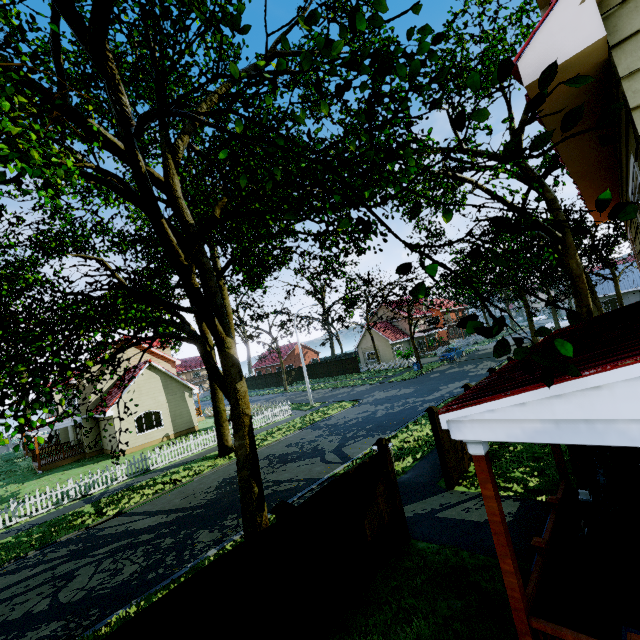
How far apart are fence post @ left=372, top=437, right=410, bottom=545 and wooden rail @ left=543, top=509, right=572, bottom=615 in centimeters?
298cm

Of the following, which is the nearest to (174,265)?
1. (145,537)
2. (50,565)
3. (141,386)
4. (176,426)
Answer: (145,537)

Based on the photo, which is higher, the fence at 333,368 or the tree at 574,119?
the tree at 574,119

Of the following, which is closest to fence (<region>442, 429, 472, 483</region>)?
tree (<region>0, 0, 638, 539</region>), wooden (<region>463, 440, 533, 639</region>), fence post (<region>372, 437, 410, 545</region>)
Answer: fence post (<region>372, 437, 410, 545</region>)

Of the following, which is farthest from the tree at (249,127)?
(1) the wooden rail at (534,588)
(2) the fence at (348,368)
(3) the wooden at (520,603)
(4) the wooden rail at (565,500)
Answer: (4) the wooden rail at (565,500)

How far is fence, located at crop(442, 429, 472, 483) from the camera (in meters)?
9.16

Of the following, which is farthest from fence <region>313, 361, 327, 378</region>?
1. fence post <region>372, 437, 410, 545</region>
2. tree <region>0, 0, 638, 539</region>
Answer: tree <region>0, 0, 638, 539</region>

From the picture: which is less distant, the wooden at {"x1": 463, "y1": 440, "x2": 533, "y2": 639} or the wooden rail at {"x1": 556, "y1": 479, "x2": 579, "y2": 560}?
the wooden at {"x1": 463, "y1": 440, "x2": 533, "y2": 639}
